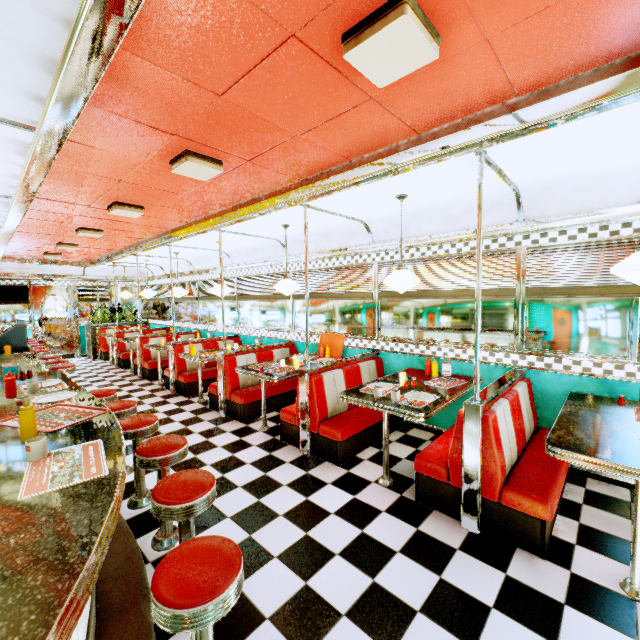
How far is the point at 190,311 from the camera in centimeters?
968cm

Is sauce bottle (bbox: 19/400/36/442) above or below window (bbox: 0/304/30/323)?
below

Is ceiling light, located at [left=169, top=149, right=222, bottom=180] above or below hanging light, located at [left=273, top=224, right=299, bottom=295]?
above

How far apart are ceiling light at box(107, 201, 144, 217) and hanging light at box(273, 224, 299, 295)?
1.9m

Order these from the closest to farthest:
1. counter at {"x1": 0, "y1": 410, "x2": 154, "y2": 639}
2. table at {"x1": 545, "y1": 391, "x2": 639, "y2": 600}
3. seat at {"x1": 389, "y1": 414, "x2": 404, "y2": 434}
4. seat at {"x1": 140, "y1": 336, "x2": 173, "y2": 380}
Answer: counter at {"x1": 0, "y1": 410, "x2": 154, "y2": 639} → table at {"x1": 545, "y1": 391, "x2": 639, "y2": 600} → seat at {"x1": 389, "y1": 414, "x2": 404, "y2": 434} → seat at {"x1": 140, "y1": 336, "x2": 173, "y2": 380}

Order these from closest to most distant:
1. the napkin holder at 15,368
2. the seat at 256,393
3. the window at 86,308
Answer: the napkin holder at 15,368 → the seat at 256,393 → the window at 86,308

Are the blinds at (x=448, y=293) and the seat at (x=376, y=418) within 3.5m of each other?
yes

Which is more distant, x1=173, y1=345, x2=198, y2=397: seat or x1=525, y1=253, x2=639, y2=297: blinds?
x1=173, y1=345, x2=198, y2=397: seat
